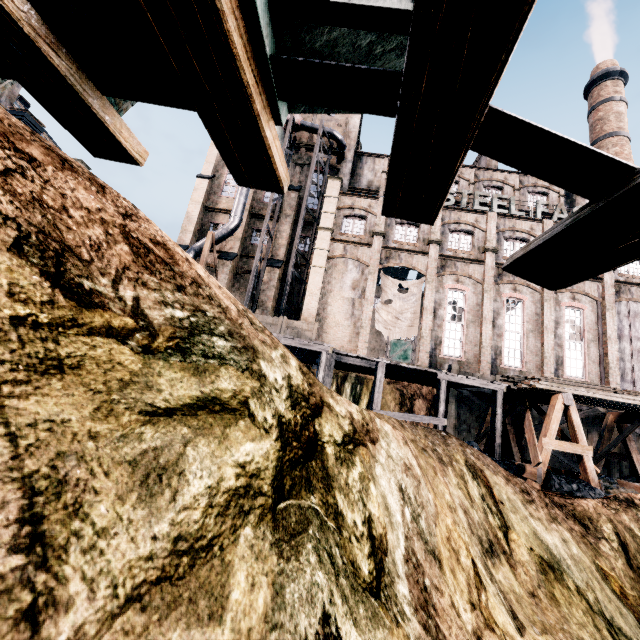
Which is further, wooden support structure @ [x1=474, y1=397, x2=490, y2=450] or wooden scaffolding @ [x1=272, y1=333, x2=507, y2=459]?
wooden support structure @ [x1=474, y1=397, x2=490, y2=450]

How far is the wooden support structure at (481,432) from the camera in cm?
1708

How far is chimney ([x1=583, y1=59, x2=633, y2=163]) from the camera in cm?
3734

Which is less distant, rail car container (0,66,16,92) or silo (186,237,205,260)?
rail car container (0,66,16,92)

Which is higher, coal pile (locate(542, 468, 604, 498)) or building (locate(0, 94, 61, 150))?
building (locate(0, 94, 61, 150))

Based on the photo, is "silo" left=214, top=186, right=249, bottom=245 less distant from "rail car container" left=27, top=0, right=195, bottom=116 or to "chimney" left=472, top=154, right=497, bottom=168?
"chimney" left=472, top=154, right=497, bottom=168

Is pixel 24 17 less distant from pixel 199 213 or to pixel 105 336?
pixel 105 336

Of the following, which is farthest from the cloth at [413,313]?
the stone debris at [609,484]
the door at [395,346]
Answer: the door at [395,346]
